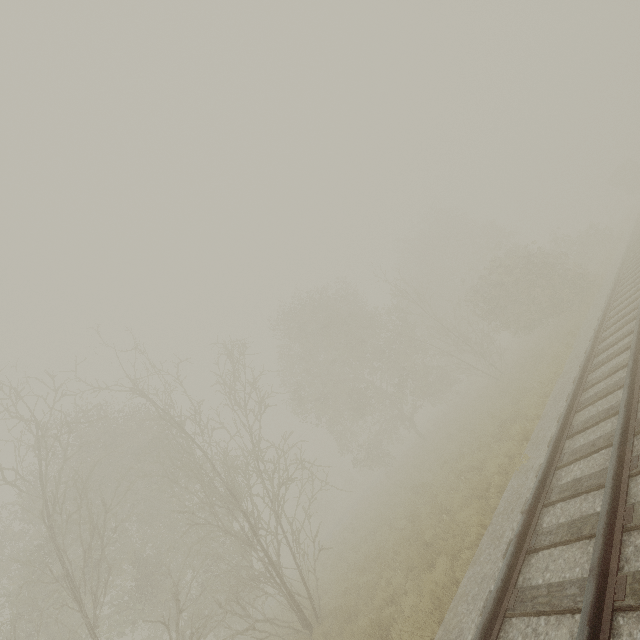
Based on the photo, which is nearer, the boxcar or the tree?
the tree

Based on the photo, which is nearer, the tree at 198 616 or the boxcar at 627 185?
the tree at 198 616

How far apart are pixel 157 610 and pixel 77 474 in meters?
9.6 m
